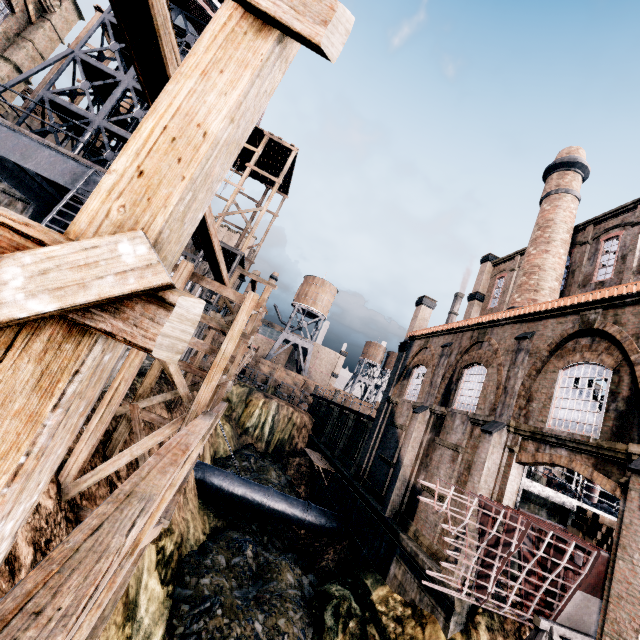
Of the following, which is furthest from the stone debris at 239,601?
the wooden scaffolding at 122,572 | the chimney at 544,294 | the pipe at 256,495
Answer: the chimney at 544,294

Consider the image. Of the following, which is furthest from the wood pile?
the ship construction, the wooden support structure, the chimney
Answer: the chimney

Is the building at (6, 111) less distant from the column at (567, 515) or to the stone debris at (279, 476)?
the stone debris at (279, 476)

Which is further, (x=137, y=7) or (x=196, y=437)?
(x=196, y=437)

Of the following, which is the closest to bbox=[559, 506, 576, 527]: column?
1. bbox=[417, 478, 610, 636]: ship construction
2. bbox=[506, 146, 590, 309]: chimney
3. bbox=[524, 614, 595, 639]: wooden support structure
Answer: bbox=[417, 478, 610, 636]: ship construction

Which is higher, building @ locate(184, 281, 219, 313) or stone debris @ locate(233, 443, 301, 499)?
building @ locate(184, 281, 219, 313)

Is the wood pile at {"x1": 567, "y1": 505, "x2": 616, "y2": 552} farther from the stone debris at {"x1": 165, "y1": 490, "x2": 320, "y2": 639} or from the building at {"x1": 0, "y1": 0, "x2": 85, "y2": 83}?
the stone debris at {"x1": 165, "y1": 490, "x2": 320, "y2": 639}

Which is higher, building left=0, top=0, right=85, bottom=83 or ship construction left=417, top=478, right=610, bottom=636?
building left=0, top=0, right=85, bottom=83
